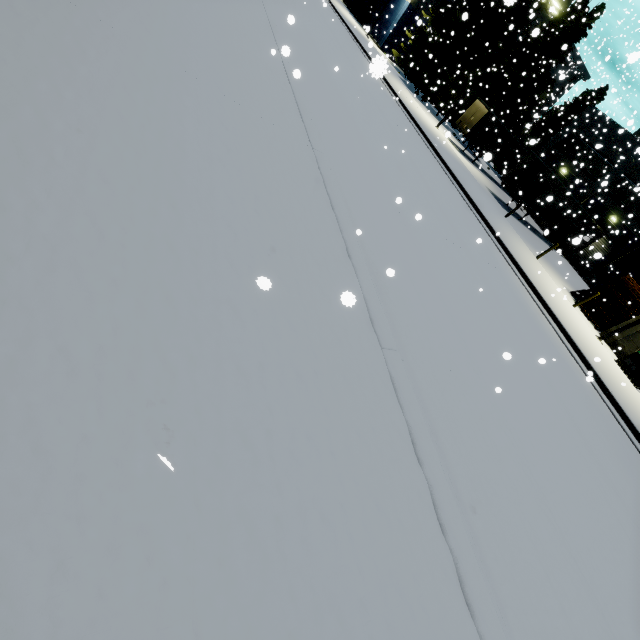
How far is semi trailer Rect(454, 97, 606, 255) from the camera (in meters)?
23.31

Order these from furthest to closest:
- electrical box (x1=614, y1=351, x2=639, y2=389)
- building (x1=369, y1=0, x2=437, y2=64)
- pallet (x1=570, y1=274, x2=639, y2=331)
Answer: building (x1=369, y1=0, x2=437, y2=64) < pallet (x1=570, y1=274, x2=639, y2=331) < electrical box (x1=614, y1=351, x2=639, y2=389)

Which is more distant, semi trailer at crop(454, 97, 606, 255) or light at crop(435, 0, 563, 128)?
semi trailer at crop(454, 97, 606, 255)

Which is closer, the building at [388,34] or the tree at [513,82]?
the tree at [513,82]

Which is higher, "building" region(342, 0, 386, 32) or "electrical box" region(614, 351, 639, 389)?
"building" region(342, 0, 386, 32)

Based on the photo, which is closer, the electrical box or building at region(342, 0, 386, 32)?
the electrical box

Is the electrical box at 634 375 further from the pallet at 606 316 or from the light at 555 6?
the light at 555 6

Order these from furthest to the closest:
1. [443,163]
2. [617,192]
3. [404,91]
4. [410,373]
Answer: [617,192]
[404,91]
[443,163]
[410,373]
